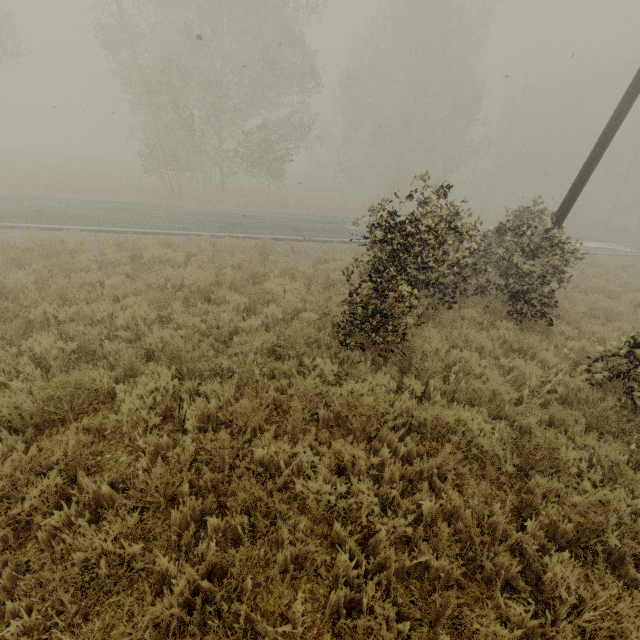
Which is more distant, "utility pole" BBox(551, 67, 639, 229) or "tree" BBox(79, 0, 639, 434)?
"utility pole" BBox(551, 67, 639, 229)

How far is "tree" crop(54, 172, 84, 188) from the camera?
19.5m

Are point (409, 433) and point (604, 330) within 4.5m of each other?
no

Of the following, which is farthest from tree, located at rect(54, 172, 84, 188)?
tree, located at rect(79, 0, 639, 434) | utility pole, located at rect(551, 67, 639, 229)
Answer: tree, located at rect(79, 0, 639, 434)

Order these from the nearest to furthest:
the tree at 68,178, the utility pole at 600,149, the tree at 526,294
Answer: the tree at 526,294, the utility pole at 600,149, the tree at 68,178

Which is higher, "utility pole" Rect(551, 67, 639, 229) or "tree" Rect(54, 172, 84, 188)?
"utility pole" Rect(551, 67, 639, 229)

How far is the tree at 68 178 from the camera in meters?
19.5 m

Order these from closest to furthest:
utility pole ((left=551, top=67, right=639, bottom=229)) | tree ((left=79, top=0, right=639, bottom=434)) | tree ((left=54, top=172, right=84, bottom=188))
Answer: tree ((left=79, top=0, right=639, bottom=434)) < utility pole ((left=551, top=67, right=639, bottom=229)) < tree ((left=54, top=172, right=84, bottom=188))
